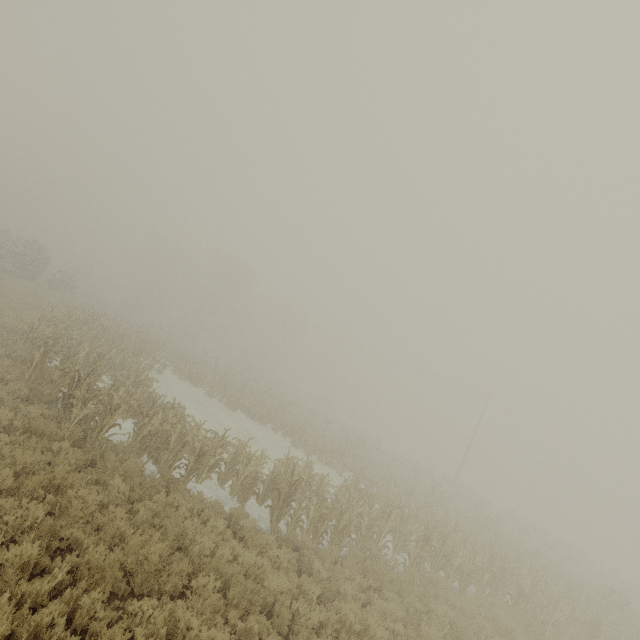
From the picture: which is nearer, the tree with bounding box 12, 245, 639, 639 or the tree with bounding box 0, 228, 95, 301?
the tree with bounding box 12, 245, 639, 639

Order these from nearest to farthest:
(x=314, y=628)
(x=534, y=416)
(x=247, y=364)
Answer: (x=314, y=628) → (x=534, y=416) → (x=247, y=364)

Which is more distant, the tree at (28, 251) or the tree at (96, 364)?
the tree at (28, 251)
